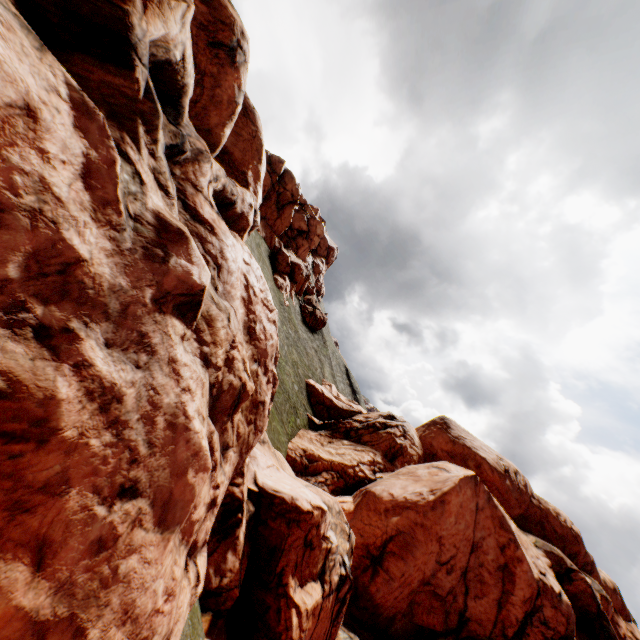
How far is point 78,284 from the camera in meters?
2.7
